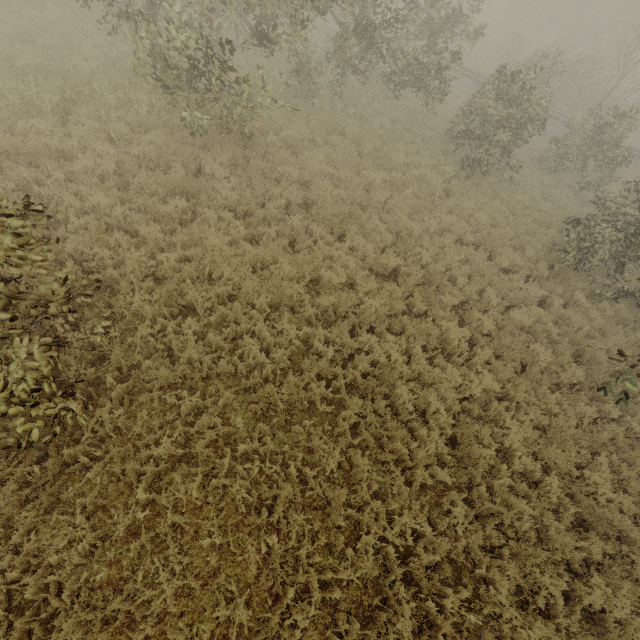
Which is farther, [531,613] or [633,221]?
[633,221]
